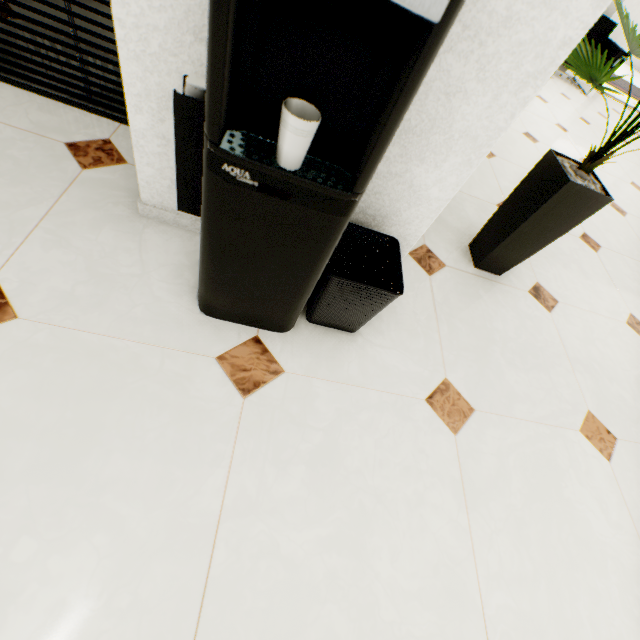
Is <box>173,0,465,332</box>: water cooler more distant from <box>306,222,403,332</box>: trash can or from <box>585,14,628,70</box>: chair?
<box>585,14,628,70</box>: chair

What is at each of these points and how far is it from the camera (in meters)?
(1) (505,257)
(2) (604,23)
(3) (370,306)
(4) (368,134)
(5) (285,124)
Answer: (1) plant, 1.62
(2) chair, 5.11
(3) trash can, 1.04
(4) water cooler, 0.61
(5) cup, 0.55

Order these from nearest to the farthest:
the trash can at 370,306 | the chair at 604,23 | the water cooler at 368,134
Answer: the water cooler at 368,134, the trash can at 370,306, the chair at 604,23

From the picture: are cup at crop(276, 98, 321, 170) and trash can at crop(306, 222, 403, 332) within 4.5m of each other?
yes

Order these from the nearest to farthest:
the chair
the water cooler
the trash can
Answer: the water cooler → the trash can → the chair

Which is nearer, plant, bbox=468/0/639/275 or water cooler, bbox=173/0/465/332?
water cooler, bbox=173/0/465/332

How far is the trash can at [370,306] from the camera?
1.0m

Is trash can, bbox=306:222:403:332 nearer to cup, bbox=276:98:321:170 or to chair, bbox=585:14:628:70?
Result: cup, bbox=276:98:321:170
